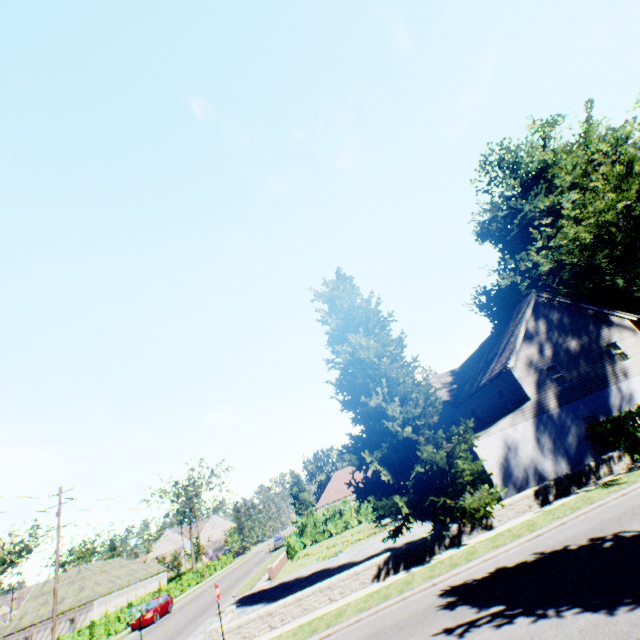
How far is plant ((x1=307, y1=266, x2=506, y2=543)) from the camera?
14.1m

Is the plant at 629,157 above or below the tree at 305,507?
above

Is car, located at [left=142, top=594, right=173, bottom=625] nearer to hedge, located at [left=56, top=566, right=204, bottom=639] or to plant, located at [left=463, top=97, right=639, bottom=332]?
hedge, located at [left=56, top=566, right=204, bottom=639]

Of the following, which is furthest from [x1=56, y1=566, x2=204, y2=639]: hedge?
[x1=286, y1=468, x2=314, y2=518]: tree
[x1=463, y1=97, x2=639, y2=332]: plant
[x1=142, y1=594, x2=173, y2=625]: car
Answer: [x1=142, y1=594, x2=173, y2=625]: car

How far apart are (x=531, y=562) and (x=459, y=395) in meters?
21.4

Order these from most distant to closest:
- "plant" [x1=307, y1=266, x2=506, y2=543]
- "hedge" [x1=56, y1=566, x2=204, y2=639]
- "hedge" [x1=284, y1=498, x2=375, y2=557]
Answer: "hedge" [x1=284, y1=498, x2=375, y2=557] → "hedge" [x1=56, y1=566, x2=204, y2=639] → "plant" [x1=307, y1=266, x2=506, y2=543]

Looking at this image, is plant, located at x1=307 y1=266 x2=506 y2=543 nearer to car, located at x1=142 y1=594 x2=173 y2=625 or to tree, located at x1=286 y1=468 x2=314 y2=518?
tree, located at x1=286 y1=468 x2=314 y2=518

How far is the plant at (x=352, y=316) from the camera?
14.1m
